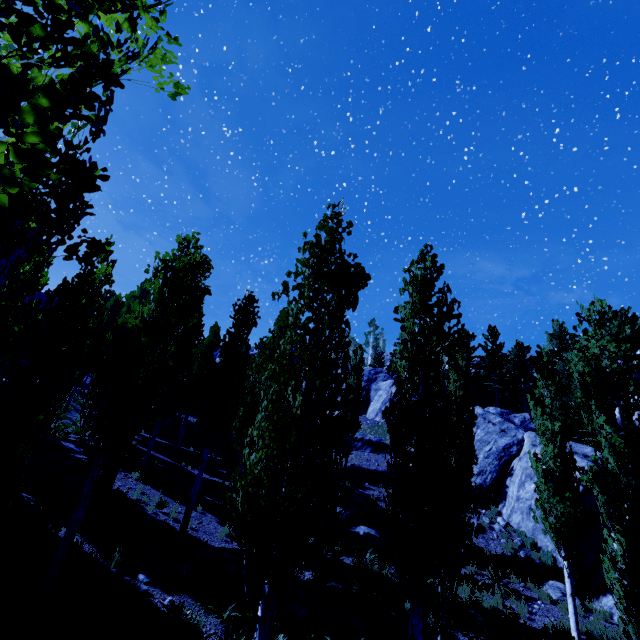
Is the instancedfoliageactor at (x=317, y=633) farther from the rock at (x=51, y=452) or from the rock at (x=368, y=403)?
the rock at (x=51, y=452)

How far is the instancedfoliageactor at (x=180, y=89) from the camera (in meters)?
2.85

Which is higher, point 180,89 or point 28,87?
point 180,89

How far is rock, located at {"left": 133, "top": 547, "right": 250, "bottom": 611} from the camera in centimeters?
904cm

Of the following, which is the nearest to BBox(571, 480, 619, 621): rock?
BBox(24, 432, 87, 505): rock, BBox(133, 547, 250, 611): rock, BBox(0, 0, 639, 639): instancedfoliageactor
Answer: BBox(0, 0, 639, 639): instancedfoliageactor

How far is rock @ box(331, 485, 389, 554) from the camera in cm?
1484

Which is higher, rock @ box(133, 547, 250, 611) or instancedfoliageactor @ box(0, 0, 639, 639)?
instancedfoliageactor @ box(0, 0, 639, 639)

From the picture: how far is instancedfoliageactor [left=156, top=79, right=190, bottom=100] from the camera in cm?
285
